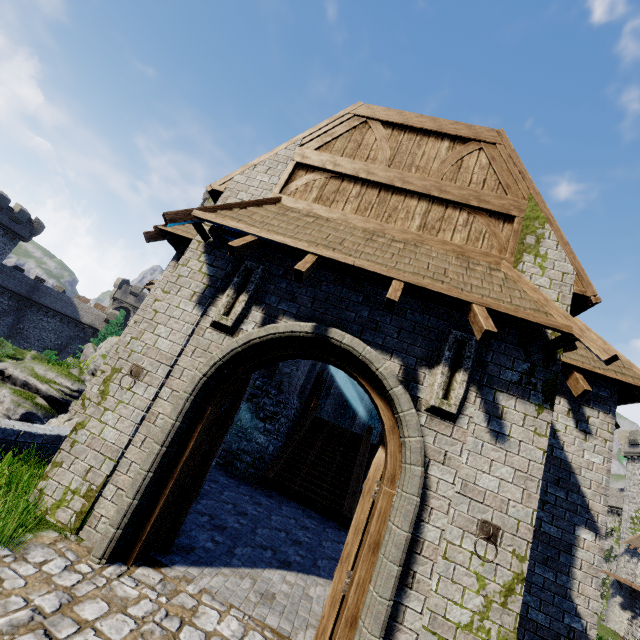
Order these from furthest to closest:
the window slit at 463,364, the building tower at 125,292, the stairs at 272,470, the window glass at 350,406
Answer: the building tower at 125,292
the window glass at 350,406
the stairs at 272,470
the window slit at 463,364

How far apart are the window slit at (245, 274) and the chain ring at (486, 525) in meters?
4.2

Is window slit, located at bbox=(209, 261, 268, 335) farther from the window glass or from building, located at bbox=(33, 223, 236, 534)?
the window glass

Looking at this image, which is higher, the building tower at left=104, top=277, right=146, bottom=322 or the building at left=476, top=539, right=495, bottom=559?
the building tower at left=104, top=277, right=146, bottom=322

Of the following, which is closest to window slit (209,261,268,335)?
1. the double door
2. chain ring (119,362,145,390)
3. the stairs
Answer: the double door

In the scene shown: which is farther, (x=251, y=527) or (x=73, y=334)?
(x=73, y=334)

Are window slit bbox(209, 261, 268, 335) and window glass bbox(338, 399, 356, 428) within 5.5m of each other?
no

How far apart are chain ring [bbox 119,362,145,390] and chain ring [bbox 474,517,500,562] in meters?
A: 5.2
